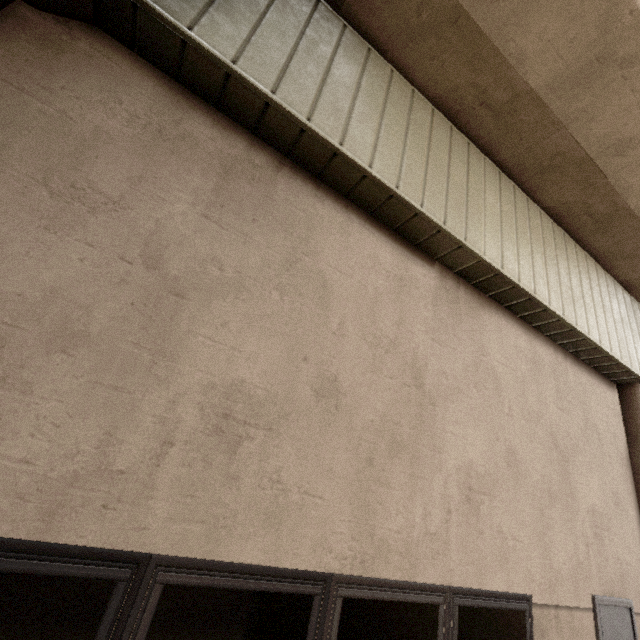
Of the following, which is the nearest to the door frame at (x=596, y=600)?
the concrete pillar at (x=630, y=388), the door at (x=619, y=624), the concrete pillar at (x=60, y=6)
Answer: the door at (x=619, y=624)

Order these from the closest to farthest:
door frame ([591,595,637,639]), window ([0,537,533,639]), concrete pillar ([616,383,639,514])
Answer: window ([0,537,533,639]) → door frame ([591,595,637,639]) → concrete pillar ([616,383,639,514])

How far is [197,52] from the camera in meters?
2.4 m

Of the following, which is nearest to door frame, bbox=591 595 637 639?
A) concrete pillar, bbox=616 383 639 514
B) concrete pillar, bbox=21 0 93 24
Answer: concrete pillar, bbox=616 383 639 514

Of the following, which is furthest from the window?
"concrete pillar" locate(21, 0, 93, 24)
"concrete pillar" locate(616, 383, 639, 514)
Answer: "concrete pillar" locate(616, 383, 639, 514)

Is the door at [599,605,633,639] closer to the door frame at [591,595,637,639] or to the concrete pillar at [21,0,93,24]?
the door frame at [591,595,637,639]

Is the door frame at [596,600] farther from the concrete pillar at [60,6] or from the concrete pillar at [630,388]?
the concrete pillar at [60,6]
